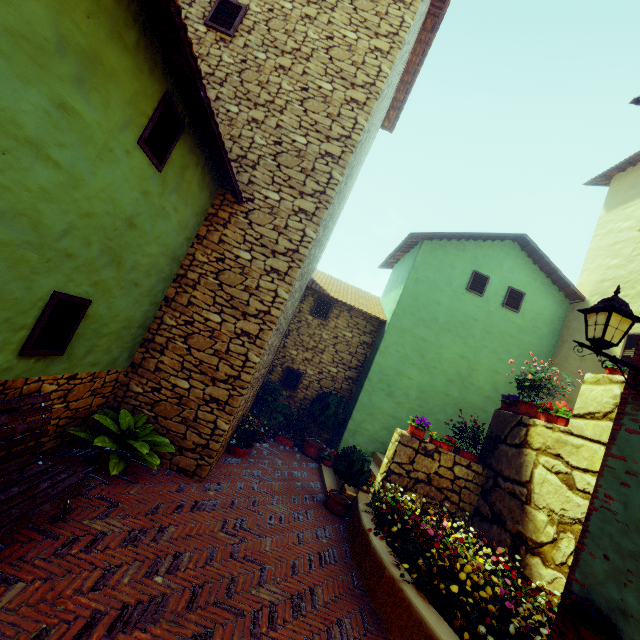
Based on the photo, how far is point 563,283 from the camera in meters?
10.1 m

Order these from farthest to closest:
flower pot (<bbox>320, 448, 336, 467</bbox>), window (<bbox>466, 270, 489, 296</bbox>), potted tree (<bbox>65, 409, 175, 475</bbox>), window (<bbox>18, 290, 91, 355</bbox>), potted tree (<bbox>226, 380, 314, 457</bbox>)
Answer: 1. window (<bbox>466, 270, 489, 296</bbox>)
2. flower pot (<bbox>320, 448, 336, 467</bbox>)
3. potted tree (<bbox>226, 380, 314, 457</bbox>)
4. potted tree (<bbox>65, 409, 175, 475</bbox>)
5. window (<bbox>18, 290, 91, 355</bbox>)

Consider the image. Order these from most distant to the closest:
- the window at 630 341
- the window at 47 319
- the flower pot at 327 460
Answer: the flower pot at 327 460 < the window at 630 341 < the window at 47 319

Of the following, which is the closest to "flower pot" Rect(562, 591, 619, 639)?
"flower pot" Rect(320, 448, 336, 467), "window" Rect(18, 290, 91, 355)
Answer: "window" Rect(18, 290, 91, 355)

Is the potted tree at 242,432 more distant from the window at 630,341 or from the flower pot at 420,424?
the window at 630,341

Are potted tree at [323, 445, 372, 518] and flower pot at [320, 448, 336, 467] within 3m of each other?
yes

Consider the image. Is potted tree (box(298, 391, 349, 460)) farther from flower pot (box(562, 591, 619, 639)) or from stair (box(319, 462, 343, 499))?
flower pot (box(562, 591, 619, 639))

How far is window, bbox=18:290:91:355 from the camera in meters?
3.2 m
